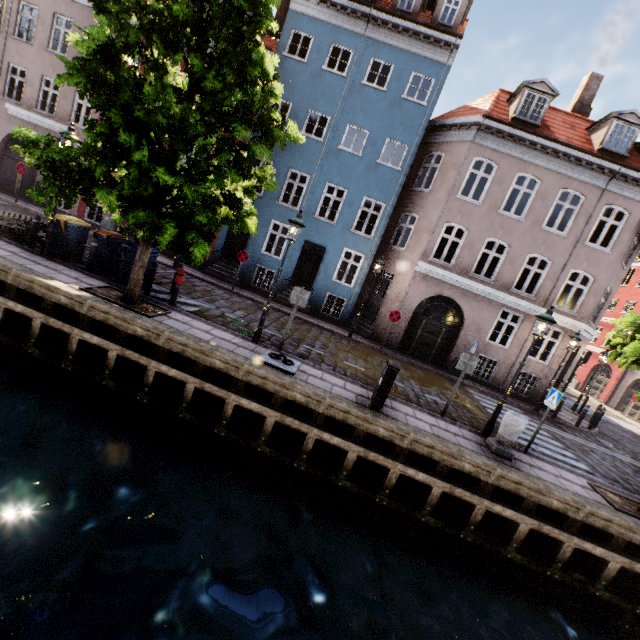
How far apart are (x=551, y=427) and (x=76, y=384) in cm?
1669

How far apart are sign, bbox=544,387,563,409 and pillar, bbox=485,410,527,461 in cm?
110

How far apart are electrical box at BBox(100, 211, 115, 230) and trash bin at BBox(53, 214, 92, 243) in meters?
7.0

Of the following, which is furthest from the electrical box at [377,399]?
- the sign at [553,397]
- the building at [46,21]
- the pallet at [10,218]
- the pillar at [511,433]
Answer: the pallet at [10,218]

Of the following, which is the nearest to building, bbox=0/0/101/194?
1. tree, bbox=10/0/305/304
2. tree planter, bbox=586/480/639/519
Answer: tree, bbox=10/0/305/304

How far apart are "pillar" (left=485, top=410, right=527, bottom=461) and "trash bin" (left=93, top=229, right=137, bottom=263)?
12.28m

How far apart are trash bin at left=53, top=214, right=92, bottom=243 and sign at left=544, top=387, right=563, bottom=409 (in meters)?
14.80

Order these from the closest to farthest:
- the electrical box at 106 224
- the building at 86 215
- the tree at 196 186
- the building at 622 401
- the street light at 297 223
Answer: the tree at 196 186 → the street light at 297 223 → the electrical box at 106 224 → the building at 86 215 → the building at 622 401
